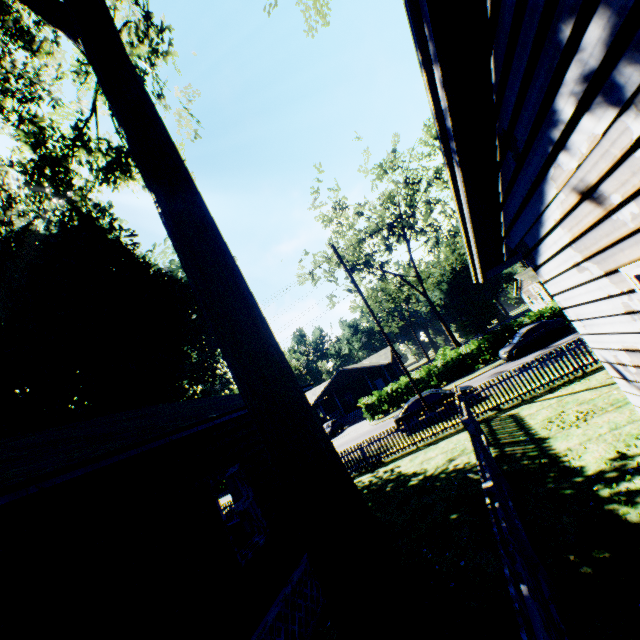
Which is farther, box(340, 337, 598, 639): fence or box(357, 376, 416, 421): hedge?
box(357, 376, 416, 421): hedge

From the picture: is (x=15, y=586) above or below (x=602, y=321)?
above

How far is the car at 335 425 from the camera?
35.7m

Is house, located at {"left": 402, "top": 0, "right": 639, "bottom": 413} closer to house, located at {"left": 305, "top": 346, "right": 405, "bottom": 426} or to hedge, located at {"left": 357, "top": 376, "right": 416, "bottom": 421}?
hedge, located at {"left": 357, "top": 376, "right": 416, "bottom": 421}

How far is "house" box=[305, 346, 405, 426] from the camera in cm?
4128

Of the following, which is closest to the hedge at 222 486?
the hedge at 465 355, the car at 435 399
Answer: the hedge at 465 355

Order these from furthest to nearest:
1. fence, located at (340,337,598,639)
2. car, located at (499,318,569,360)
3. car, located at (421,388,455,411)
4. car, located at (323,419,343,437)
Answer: car, located at (323,419,343,437) → car, located at (499,318,569,360) → car, located at (421,388,455,411) → fence, located at (340,337,598,639)

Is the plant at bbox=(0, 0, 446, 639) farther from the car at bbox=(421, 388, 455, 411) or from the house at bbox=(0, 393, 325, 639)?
the car at bbox=(421, 388, 455, 411)
